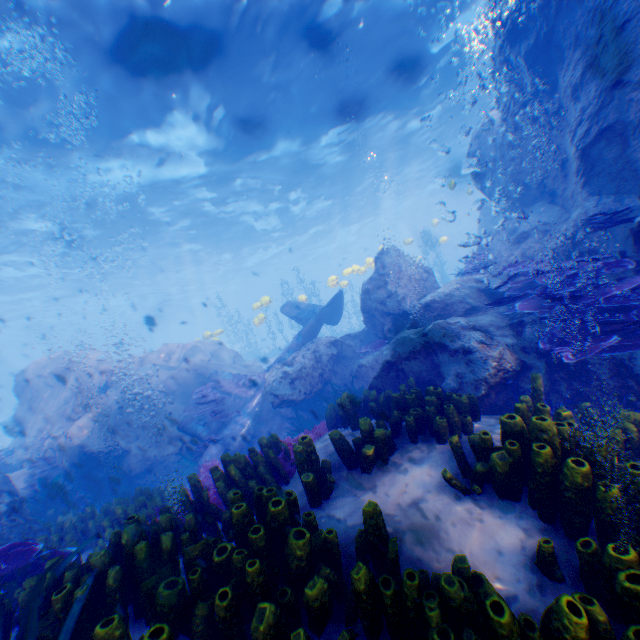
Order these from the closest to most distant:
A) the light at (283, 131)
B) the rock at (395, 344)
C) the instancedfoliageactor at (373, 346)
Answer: the rock at (395, 344) → the light at (283, 131) → the instancedfoliageactor at (373, 346)

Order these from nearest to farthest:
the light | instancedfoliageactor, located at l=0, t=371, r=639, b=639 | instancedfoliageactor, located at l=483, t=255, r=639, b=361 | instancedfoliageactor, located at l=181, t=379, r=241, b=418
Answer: instancedfoliageactor, located at l=0, t=371, r=639, b=639 → instancedfoliageactor, located at l=483, t=255, r=639, b=361 → the light → instancedfoliageactor, located at l=181, t=379, r=241, b=418

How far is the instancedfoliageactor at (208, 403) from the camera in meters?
11.4 m

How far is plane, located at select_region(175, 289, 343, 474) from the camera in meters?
10.8

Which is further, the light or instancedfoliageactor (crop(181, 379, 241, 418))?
instancedfoliageactor (crop(181, 379, 241, 418))

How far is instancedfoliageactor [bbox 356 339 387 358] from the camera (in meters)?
10.52

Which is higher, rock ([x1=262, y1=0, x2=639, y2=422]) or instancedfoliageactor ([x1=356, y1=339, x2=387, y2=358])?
instancedfoliageactor ([x1=356, y1=339, x2=387, y2=358])

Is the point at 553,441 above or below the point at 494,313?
below
